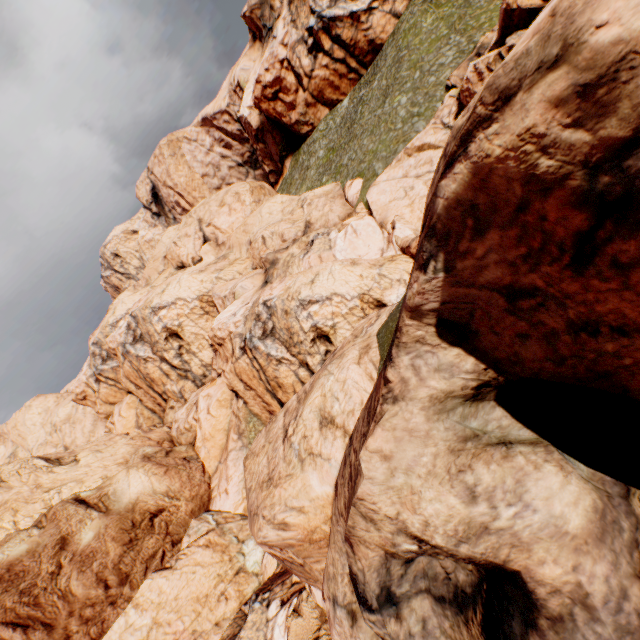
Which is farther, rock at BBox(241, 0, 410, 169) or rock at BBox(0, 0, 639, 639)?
rock at BBox(241, 0, 410, 169)

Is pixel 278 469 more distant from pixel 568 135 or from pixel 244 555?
pixel 244 555

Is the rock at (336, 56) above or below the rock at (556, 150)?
above

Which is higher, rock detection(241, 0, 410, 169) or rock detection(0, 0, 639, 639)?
rock detection(241, 0, 410, 169)

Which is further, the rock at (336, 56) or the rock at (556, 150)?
the rock at (336, 56)
